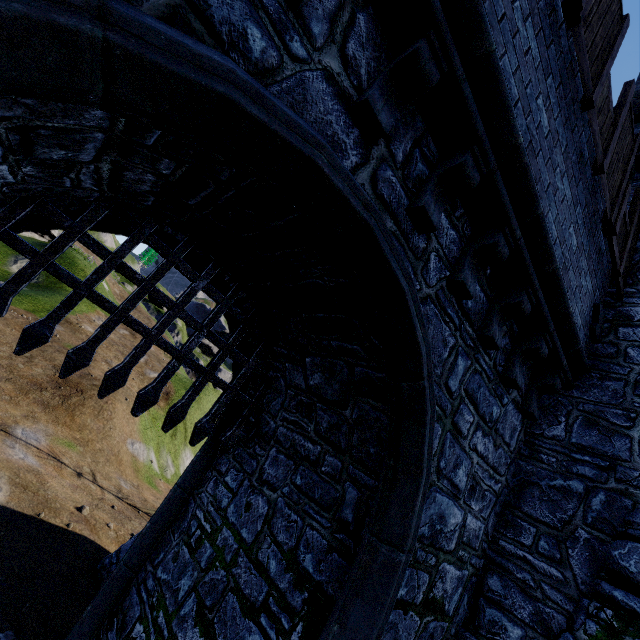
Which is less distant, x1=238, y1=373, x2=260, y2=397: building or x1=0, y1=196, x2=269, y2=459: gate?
x1=0, y1=196, x2=269, y2=459: gate

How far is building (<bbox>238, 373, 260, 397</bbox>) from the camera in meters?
6.1

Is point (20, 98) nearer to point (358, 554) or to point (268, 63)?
point (268, 63)

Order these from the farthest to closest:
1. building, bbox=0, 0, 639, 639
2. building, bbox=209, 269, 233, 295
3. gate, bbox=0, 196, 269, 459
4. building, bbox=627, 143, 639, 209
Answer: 1. building, bbox=627, 143, 639, 209
2. building, bbox=209, 269, 233, 295
3. gate, bbox=0, 196, 269, 459
4. building, bbox=0, 0, 639, 639

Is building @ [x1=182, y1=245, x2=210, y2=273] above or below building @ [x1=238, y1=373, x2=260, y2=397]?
above

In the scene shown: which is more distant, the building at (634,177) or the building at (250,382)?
the building at (634,177)

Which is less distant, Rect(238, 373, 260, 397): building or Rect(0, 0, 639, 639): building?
Rect(0, 0, 639, 639): building

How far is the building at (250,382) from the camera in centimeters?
606cm
